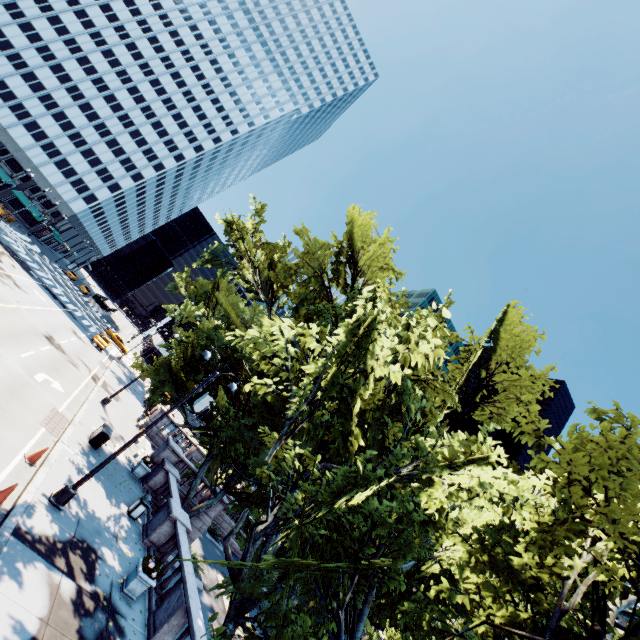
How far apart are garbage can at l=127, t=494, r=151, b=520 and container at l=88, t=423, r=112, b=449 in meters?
3.9

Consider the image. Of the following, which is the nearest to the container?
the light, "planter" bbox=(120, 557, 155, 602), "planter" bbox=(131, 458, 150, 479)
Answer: "planter" bbox=(131, 458, 150, 479)

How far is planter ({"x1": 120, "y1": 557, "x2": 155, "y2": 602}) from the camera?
10.9 meters

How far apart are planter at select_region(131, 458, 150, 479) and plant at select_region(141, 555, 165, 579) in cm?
873

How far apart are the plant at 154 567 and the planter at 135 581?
0.02m

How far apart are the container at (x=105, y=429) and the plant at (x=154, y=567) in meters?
8.2

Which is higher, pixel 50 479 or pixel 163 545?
pixel 163 545

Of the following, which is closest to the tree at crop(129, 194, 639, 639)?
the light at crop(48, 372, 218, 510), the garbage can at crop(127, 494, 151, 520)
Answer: the light at crop(48, 372, 218, 510)
